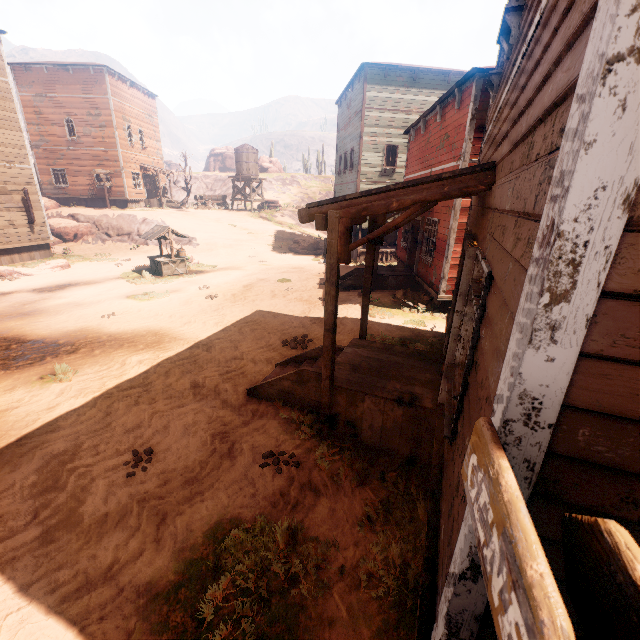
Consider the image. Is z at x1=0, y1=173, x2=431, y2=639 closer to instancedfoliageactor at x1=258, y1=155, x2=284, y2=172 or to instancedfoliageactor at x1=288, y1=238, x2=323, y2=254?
instancedfoliageactor at x1=288, y1=238, x2=323, y2=254

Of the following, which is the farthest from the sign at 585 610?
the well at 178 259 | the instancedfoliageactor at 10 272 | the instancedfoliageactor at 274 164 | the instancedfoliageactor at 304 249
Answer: the instancedfoliageactor at 274 164

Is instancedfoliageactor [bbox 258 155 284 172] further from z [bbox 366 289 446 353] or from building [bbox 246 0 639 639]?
building [bbox 246 0 639 639]

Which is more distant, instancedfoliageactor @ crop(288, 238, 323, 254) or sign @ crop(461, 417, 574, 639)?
instancedfoliageactor @ crop(288, 238, 323, 254)

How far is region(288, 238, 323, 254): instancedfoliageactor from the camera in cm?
2376

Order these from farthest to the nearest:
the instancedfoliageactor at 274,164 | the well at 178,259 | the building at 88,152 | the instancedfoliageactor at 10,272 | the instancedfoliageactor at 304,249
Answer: the instancedfoliageactor at 274,164
the instancedfoliageactor at 304,249
the building at 88,152
the well at 178,259
the instancedfoliageactor at 10,272

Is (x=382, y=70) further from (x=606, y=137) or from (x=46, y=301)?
(x=606, y=137)

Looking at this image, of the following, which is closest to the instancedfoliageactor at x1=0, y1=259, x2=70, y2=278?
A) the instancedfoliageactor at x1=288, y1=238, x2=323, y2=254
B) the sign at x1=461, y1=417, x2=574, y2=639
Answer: the instancedfoliageactor at x1=288, y1=238, x2=323, y2=254
